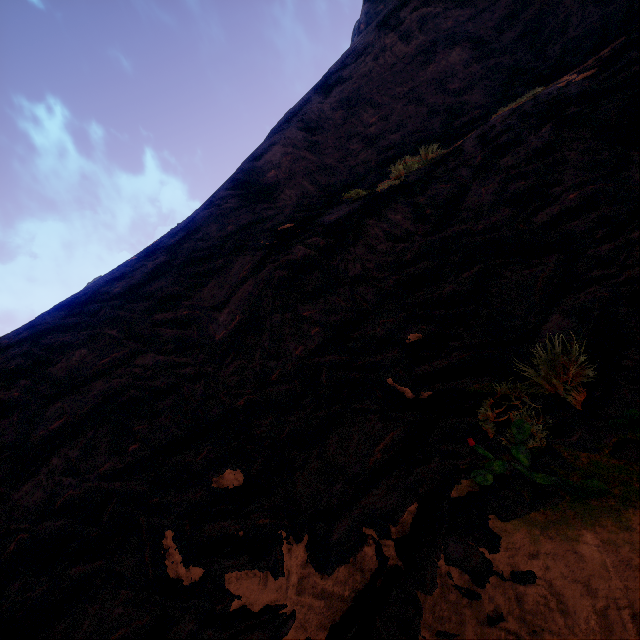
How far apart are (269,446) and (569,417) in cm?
318
